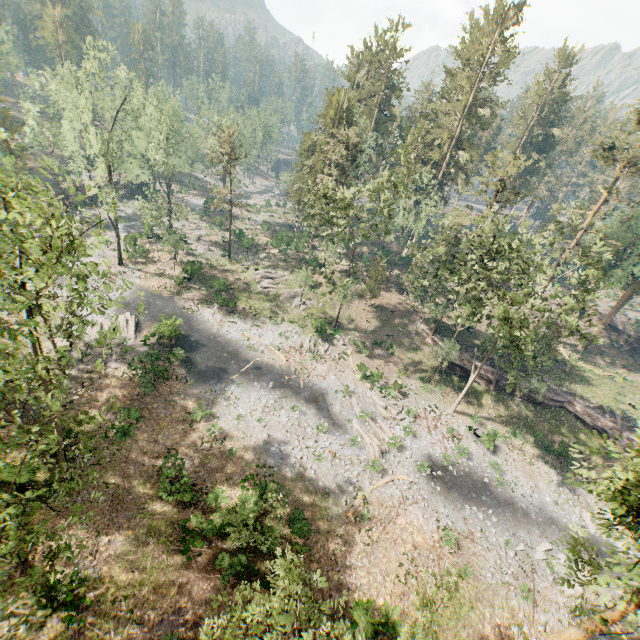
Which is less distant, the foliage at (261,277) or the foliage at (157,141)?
the foliage at (157,141)

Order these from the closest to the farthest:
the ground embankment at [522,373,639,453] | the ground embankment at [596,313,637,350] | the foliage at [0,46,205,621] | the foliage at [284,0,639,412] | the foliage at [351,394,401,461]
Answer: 1. the foliage at [0,46,205,621]
2. the foliage at [284,0,639,412]
3. the foliage at [351,394,401,461]
4. the ground embankment at [522,373,639,453]
5. the ground embankment at [596,313,637,350]

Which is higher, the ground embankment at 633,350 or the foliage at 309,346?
the ground embankment at 633,350

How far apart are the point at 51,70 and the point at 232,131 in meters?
37.4

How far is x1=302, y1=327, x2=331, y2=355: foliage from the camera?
37.2 meters

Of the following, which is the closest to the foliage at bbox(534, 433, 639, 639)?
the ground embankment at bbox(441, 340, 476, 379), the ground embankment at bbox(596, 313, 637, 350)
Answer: the ground embankment at bbox(441, 340, 476, 379)
